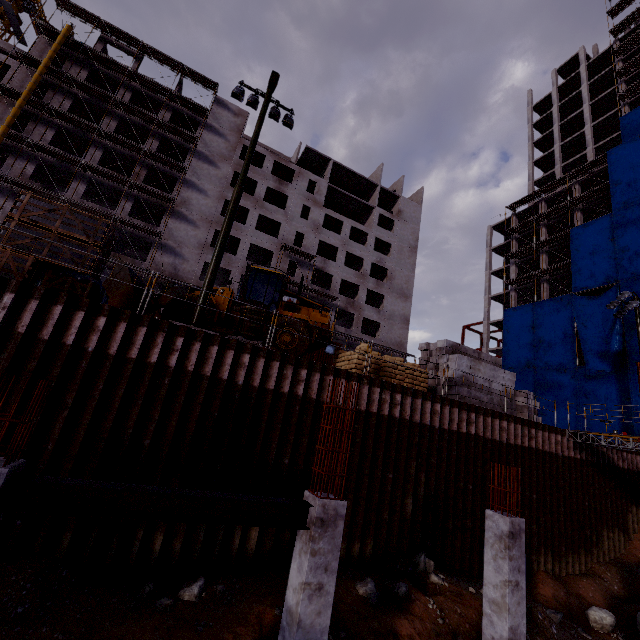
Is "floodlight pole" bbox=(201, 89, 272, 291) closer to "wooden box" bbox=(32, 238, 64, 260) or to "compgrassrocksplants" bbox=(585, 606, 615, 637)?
"wooden box" bbox=(32, 238, 64, 260)

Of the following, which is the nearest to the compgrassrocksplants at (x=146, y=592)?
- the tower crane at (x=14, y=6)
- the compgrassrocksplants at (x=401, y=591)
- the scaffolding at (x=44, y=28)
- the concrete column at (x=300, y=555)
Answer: the concrete column at (x=300, y=555)

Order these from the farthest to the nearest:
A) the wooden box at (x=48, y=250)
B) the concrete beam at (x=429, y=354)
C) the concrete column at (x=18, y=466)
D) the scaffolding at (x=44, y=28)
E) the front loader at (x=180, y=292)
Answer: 1. the scaffolding at (x=44, y=28)
2. the concrete beam at (x=429, y=354)
3. the front loader at (x=180, y=292)
4. the wooden box at (x=48, y=250)
5. the concrete column at (x=18, y=466)

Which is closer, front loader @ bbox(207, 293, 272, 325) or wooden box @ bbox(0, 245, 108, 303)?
wooden box @ bbox(0, 245, 108, 303)

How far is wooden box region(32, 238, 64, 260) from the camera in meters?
9.0 m

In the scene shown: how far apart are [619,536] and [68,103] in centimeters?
5342cm

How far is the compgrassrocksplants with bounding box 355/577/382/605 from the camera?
8.3m

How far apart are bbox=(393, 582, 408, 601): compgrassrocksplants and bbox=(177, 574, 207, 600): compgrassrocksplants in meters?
4.9
